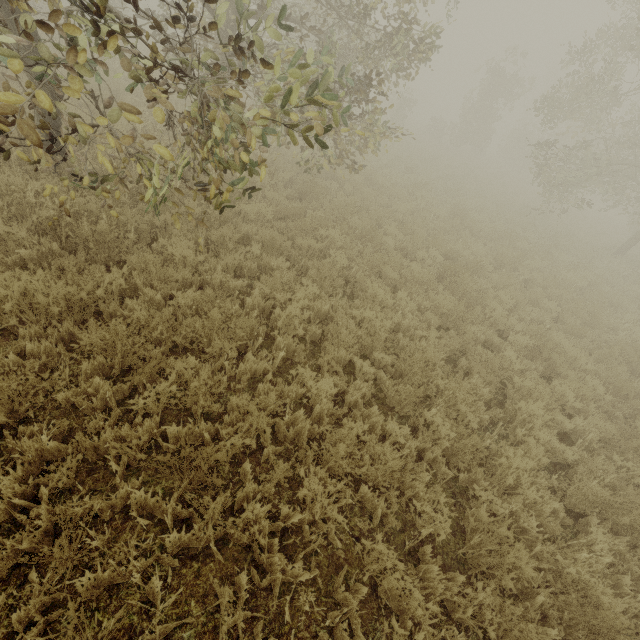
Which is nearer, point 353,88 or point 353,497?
point 353,497
